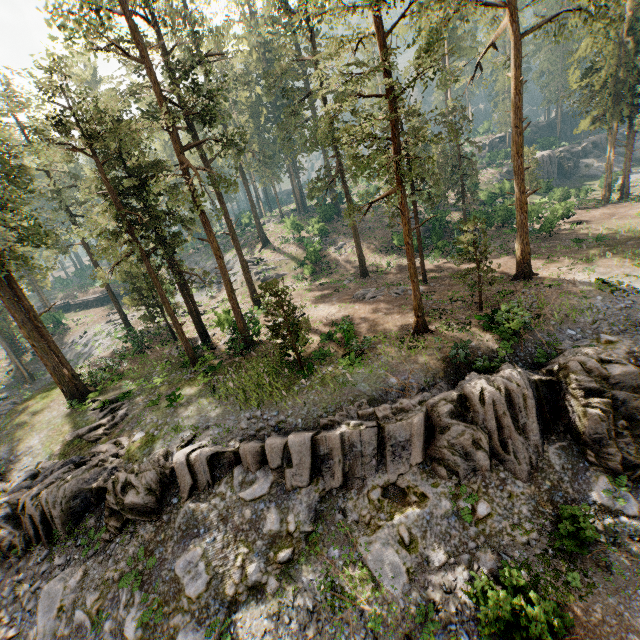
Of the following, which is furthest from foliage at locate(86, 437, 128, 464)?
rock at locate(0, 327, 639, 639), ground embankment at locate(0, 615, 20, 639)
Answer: ground embankment at locate(0, 615, 20, 639)

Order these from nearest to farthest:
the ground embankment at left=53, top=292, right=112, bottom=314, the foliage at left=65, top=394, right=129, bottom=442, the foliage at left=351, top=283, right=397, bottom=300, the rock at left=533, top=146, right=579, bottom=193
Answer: the foliage at left=65, top=394, right=129, bottom=442, the foliage at left=351, top=283, right=397, bottom=300, the rock at left=533, top=146, right=579, bottom=193, the ground embankment at left=53, top=292, right=112, bottom=314

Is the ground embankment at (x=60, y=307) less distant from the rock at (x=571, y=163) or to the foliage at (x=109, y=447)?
the foliage at (x=109, y=447)

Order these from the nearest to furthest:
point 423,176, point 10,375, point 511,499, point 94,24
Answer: point 511,499 → point 94,24 → point 423,176 → point 10,375

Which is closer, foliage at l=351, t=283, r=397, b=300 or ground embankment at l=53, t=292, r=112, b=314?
foliage at l=351, t=283, r=397, b=300

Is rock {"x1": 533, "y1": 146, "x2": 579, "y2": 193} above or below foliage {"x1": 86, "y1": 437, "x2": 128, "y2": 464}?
above

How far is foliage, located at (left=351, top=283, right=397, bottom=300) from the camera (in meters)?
28.09

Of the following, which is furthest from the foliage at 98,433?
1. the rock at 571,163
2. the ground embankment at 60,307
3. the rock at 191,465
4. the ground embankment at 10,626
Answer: the rock at 571,163
